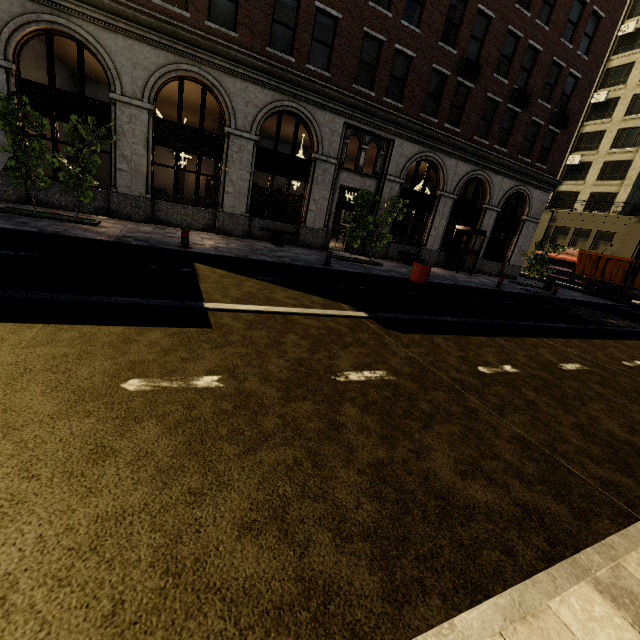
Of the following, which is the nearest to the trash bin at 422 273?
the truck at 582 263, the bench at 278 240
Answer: the bench at 278 240

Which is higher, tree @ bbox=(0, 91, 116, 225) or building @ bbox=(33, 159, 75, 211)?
tree @ bbox=(0, 91, 116, 225)

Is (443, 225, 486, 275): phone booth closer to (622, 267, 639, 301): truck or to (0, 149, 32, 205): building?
(0, 149, 32, 205): building

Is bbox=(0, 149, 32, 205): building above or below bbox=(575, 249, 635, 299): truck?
below

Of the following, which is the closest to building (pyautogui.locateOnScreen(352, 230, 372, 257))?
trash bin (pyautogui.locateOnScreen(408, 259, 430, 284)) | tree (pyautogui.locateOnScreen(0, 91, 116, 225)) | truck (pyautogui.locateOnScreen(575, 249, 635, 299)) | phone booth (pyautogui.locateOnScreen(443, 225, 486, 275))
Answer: phone booth (pyautogui.locateOnScreen(443, 225, 486, 275))

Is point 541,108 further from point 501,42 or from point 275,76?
point 275,76

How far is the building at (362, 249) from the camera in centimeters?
1772cm

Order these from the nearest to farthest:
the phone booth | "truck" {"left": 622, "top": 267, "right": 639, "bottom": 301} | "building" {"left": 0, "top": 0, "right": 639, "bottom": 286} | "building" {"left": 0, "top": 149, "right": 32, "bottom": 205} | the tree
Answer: the tree
"building" {"left": 0, "top": 149, "right": 32, "bottom": 205}
"building" {"left": 0, "top": 0, "right": 639, "bottom": 286}
the phone booth
"truck" {"left": 622, "top": 267, "right": 639, "bottom": 301}
